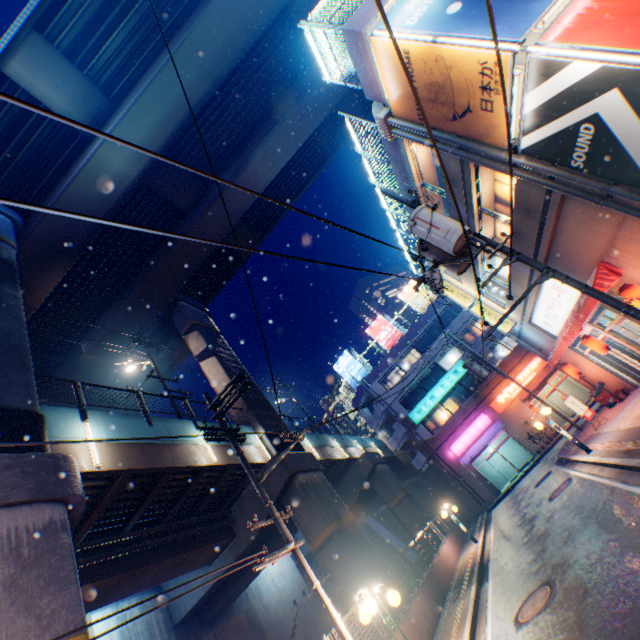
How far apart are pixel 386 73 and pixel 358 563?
18.9m

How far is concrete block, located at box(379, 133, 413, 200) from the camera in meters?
13.4 m

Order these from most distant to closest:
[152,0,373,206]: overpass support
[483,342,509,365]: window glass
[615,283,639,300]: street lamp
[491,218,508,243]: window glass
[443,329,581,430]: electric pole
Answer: [483,342,509,365]: window glass < [443,329,581,430]: electric pole < [152,0,373,206]: overpass support < [491,218,508,243]: window glass < [615,283,639,300]: street lamp

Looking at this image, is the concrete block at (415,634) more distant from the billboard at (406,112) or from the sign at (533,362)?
the billboard at (406,112)

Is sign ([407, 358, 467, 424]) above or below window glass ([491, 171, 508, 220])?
above

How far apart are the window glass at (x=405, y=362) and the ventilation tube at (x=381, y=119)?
25.9 meters

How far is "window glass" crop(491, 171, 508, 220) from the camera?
11.84m

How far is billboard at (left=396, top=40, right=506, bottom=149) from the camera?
7.5 meters
